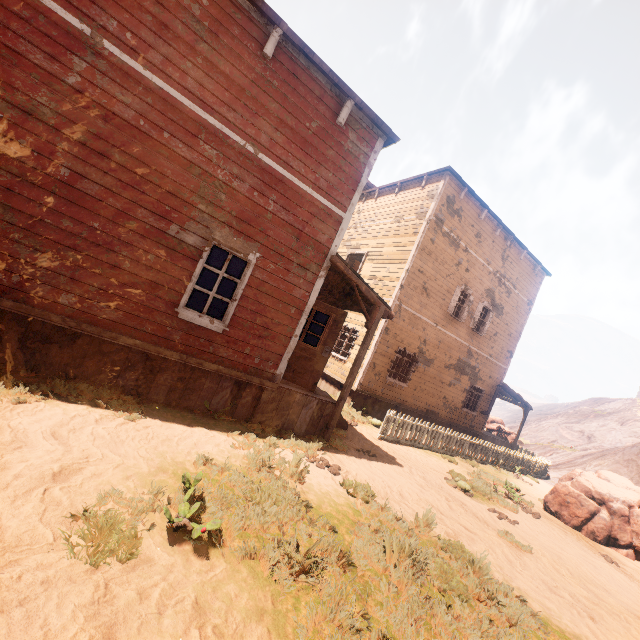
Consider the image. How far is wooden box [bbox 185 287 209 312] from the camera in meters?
13.0 m

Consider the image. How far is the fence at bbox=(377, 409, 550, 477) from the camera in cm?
1111

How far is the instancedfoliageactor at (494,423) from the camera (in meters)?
23.80

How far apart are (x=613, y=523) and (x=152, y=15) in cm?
1638

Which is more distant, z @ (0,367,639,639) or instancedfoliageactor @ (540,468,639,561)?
instancedfoliageactor @ (540,468,639,561)

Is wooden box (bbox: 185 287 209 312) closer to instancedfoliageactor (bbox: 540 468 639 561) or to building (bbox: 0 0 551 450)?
building (bbox: 0 0 551 450)

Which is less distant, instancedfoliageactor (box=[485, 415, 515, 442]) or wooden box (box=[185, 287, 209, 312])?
wooden box (box=[185, 287, 209, 312])

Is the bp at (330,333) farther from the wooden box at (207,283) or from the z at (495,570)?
the wooden box at (207,283)
